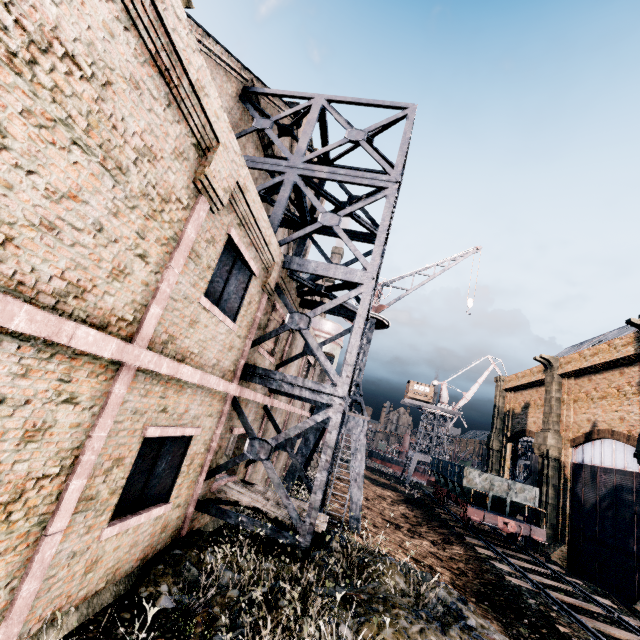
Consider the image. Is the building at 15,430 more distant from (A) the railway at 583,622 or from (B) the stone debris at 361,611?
(A) the railway at 583,622

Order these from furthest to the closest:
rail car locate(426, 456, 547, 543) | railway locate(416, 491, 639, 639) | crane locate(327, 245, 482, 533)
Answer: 1. rail car locate(426, 456, 547, 543)
2. crane locate(327, 245, 482, 533)
3. railway locate(416, 491, 639, 639)

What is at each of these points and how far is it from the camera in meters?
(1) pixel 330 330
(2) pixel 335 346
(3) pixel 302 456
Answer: (1) silo, 29.4
(2) silo, 29.7
(3) crane, 16.7

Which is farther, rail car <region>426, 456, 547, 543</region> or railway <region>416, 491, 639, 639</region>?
rail car <region>426, 456, 547, 543</region>

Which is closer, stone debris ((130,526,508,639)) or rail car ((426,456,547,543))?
stone debris ((130,526,508,639))

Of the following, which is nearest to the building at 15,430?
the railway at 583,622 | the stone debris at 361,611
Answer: the stone debris at 361,611

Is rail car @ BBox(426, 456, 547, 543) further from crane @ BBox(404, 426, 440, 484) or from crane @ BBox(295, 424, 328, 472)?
crane @ BBox(404, 426, 440, 484)
